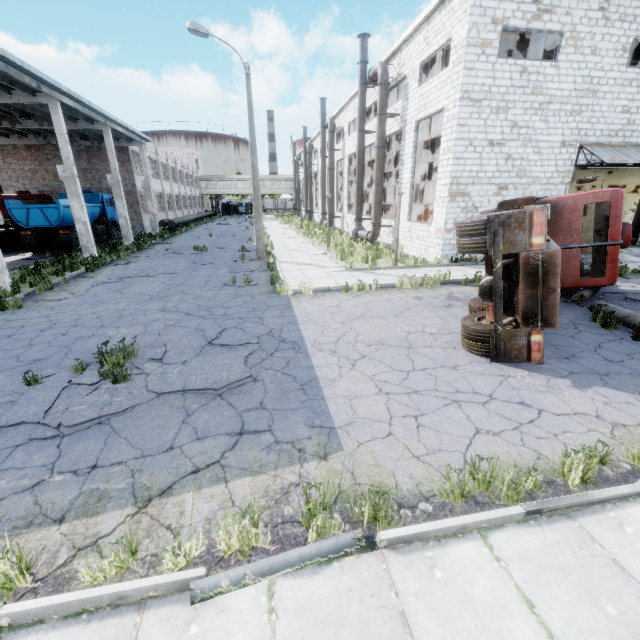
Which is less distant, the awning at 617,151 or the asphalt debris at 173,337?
the asphalt debris at 173,337

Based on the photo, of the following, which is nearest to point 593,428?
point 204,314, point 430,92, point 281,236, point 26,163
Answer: point 204,314

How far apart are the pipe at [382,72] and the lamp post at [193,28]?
7.4 meters

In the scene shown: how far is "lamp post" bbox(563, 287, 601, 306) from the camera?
9.5m

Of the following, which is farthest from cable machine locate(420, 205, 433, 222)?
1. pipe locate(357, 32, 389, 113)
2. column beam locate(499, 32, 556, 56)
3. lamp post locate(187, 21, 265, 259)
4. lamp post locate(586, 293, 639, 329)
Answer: lamp post locate(187, 21, 265, 259)

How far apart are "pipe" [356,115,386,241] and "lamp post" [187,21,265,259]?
7.4 meters

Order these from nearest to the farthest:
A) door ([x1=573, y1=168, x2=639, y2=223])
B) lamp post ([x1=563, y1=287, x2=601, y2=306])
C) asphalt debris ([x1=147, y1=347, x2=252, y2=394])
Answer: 1. asphalt debris ([x1=147, y1=347, x2=252, y2=394])
2. lamp post ([x1=563, y1=287, x2=601, y2=306])
3. door ([x1=573, y1=168, x2=639, y2=223])

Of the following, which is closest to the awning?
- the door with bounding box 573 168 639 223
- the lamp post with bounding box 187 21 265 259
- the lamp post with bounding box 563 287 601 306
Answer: the door with bounding box 573 168 639 223
